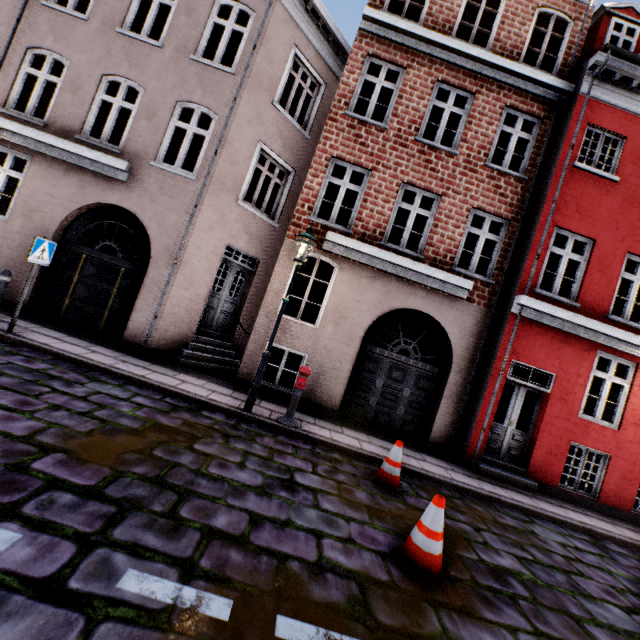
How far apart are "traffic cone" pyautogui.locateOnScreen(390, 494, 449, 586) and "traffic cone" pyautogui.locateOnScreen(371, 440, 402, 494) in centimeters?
128cm

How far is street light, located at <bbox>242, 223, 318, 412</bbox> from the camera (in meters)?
6.33

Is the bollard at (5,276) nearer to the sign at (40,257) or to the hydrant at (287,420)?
the sign at (40,257)

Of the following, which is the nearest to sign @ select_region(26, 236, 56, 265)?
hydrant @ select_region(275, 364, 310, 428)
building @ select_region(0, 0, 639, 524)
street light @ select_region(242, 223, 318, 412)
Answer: building @ select_region(0, 0, 639, 524)

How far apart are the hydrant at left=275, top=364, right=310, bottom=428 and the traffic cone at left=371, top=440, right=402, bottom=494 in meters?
1.7 m

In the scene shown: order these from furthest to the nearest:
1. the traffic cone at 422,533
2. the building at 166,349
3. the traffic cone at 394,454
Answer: the building at 166,349
the traffic cone at 394,454
the traffic cone at 422,533

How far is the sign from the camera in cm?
606

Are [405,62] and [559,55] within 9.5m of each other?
yes
